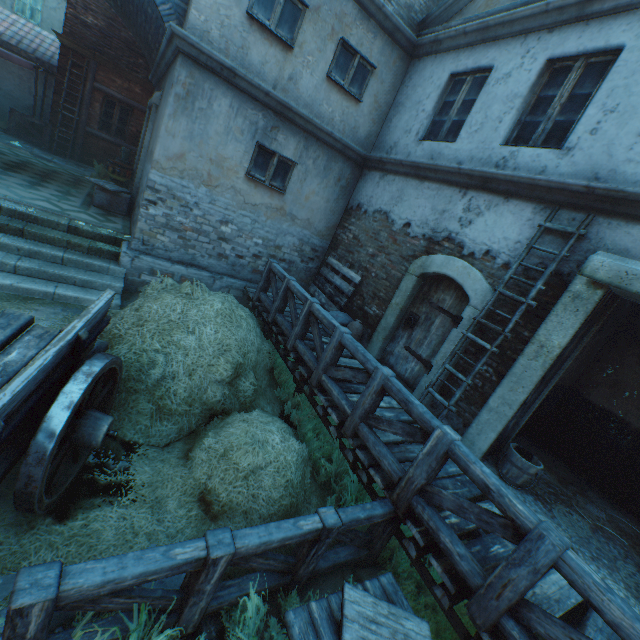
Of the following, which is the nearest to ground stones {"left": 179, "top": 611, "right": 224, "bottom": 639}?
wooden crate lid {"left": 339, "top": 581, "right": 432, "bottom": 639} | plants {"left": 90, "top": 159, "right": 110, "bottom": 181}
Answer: wooden crate lid {"left": 339, "top": 581, "right": 432, "bottom": 639}

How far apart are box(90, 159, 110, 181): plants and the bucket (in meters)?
14.14

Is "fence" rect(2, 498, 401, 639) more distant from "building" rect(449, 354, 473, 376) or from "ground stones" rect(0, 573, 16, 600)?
"building" rect(449, 354, 473, 376)

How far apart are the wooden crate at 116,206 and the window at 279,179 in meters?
3.7

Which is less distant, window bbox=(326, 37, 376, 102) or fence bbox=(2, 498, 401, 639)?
fence bbox=(2, 498, 401, 639)

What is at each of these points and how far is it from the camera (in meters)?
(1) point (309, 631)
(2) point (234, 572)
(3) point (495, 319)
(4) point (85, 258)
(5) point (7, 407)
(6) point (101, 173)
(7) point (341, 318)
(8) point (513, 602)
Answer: (1) table, 2.23
(2) plants, 3.03
(3) building, 4.89
(4) stairs, 6.38
(5) cart, 2.04
(6) plants, 11.88
(7) burlap sack, 7.07
(8) fence, 2.36

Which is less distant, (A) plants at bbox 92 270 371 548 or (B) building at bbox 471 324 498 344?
(A) plants at bbox 92 270 371 548

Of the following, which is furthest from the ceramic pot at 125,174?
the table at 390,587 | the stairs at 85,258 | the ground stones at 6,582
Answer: the table at 390,587
